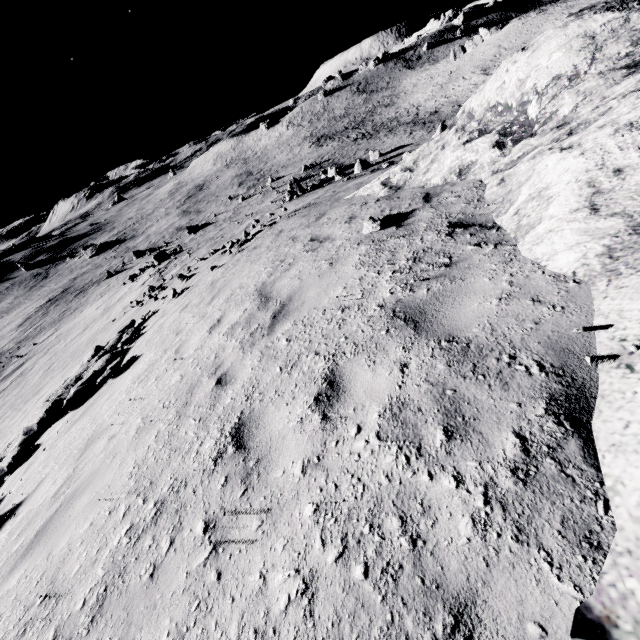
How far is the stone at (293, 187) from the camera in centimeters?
3291cm

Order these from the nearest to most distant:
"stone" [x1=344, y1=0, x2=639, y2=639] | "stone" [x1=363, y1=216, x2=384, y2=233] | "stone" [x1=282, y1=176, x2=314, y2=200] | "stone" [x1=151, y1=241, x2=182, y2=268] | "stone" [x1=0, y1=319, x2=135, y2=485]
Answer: "stone" [x1=344, y1=0, x2=639, y2=639]
"stone" [x1=363, y1=216, x2=384, y2=233]
"stone" [x1=0, y1=319, x2=135, y2=485]
"stone" [x1=282, y1=176, x2=314, y2=200]
"stone" [x1=151, y1=241, x2=182, y2=268]

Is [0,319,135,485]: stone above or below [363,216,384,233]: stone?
below

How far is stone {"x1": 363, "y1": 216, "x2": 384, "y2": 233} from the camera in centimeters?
608cm

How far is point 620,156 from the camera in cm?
Answer: 321

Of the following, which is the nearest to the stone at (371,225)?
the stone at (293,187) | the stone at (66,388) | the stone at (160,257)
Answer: the stone at (66,388)

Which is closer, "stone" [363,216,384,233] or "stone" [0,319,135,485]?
"stone" [363,216,384,233]

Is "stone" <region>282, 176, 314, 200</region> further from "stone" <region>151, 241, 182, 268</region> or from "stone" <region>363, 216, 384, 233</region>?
"stone" <region>363, 216, 384, 233</region>
